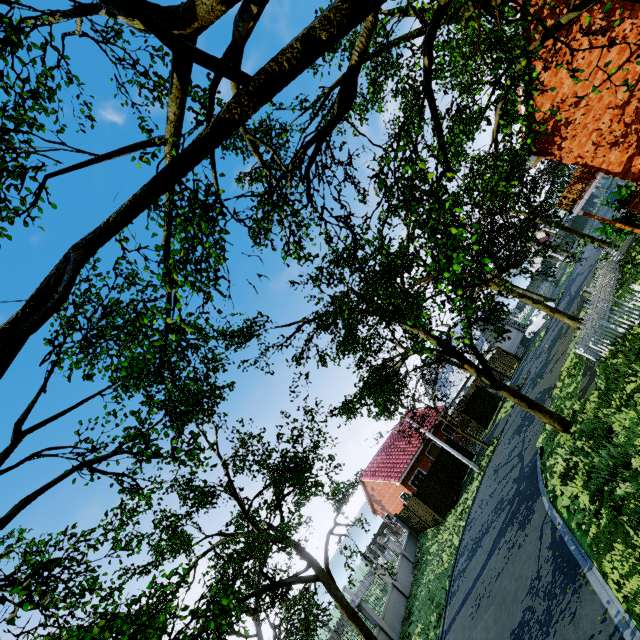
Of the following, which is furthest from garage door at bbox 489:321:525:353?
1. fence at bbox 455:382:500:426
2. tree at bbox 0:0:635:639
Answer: fence at bbox 455:382:500:426

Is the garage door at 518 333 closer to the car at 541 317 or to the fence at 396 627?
the car at 541 317

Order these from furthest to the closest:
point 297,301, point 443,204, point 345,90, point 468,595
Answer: point 297,301
point 468,595
point 443,204
point 345,90

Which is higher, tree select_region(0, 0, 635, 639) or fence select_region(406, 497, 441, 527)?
tree select_region(0, 0, 635, 639)

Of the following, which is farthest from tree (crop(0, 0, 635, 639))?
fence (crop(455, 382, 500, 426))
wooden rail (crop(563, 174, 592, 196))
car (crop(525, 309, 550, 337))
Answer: wooden rail (crop(563, 174, 592, 196))

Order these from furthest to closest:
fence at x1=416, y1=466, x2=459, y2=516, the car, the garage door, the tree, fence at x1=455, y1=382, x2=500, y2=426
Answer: the garage door → the car → fence at x1=455, y1=382, x2=500, y2=426 → fence at x1=416, y1=466, x2=459, y2=516 → the tree

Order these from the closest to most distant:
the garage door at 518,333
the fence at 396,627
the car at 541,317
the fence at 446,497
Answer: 1. the fence at 396,627
2. the fence at 446,497
3. the car at 541,317
4. the garage door at 518,333

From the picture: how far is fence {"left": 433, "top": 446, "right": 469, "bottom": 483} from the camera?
24.9m
